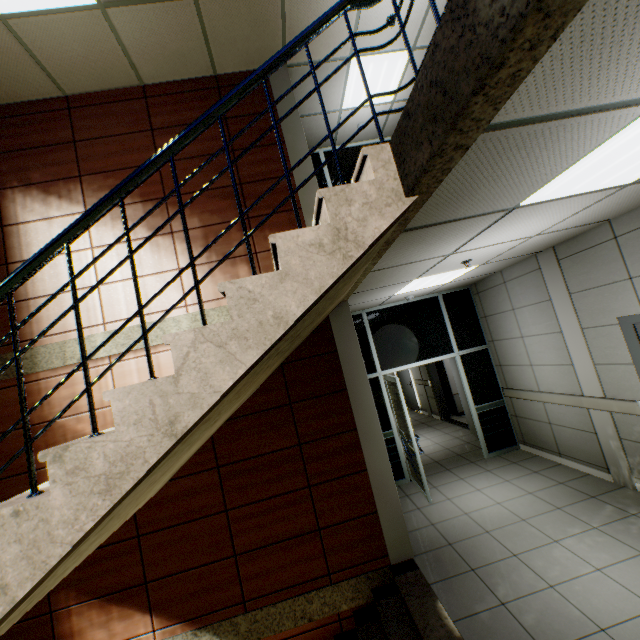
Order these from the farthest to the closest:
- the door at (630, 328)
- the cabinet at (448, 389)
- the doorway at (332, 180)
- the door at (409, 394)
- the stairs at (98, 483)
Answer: the door at (409, 394) < the cabinet at (448, 389) < the doorway at (332, 180) < the door at (630, 328) < the stairs at (98, 483)

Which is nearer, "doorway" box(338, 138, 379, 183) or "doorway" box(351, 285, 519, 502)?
"doorway" box(351, 285, 519, 502)

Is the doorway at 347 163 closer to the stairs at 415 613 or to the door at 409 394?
the stairs at 415 613

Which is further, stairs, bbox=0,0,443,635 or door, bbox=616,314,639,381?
door, bbox=616,314,639,381

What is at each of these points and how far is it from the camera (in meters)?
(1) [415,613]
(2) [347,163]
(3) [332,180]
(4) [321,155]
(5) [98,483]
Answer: (1) stairs, 3.05
(2) doorway, 6.72
(3) doorway, 6.63
(4) doorway, 6.66
(5) stairs, 1.28

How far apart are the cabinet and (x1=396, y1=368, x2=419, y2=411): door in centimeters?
143cm

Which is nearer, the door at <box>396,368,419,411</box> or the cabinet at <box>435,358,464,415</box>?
the cabinet at <box>435,358,464,415</box>

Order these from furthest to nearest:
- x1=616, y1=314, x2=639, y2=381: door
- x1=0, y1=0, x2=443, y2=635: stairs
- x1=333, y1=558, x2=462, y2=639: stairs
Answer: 1. x1=616, y1=314, x2=639, y2=381: door
2. x1=333, y1=558, x2=462, y2=639: stairs
3. x1=0, y1=0, x2=443, y2=635: stairs
